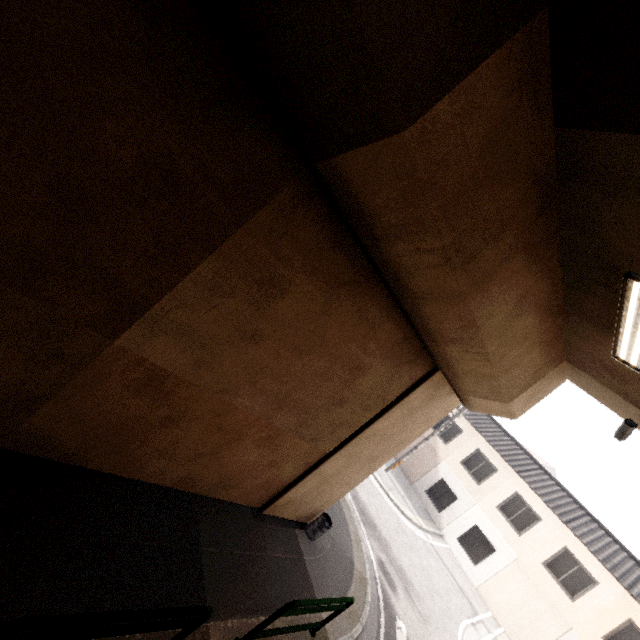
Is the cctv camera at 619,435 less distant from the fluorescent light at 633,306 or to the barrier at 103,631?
the fluorescent light at 633,306

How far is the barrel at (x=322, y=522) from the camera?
7.8m

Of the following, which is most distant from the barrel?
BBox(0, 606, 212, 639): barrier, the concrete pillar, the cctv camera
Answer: the cctv camera

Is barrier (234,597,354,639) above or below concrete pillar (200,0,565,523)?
below

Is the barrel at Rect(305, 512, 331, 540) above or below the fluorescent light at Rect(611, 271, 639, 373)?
below

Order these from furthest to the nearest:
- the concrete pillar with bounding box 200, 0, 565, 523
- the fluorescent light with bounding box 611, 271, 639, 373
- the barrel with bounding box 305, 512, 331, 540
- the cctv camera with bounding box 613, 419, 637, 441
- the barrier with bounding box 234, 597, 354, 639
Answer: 1. the barrel with bounding box 305, 512, 331, 540
2. the cctv camera with bounding box 613, 419, 637, 441
3. the barrier with bounding box 234, 597, 354, 639
4. the fluorescent light with bounding box 611, 271, 639, 373
5. the concrete pillar with bounding box 200, 0, 565, 523

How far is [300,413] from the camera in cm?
584

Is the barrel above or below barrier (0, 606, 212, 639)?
below
